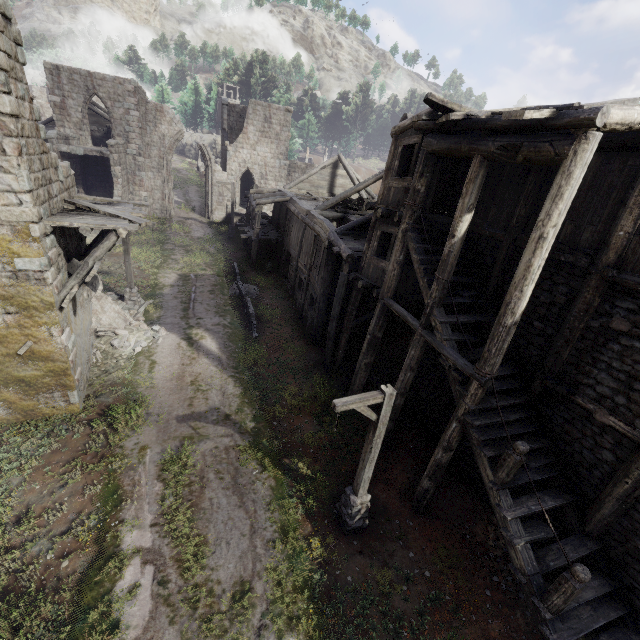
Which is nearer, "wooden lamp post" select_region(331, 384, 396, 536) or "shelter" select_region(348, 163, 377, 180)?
"wooden lamp post" select_region(331, 384, 396, 536)

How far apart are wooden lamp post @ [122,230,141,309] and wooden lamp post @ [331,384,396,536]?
13.15m

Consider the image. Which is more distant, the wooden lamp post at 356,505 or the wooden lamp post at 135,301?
the wooden lamp post at 135,301

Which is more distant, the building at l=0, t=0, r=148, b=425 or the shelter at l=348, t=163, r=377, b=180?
the shelter at l=348, t=163, r=377, b=180

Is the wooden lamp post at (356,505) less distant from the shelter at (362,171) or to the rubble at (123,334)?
the rubble at (123,334)

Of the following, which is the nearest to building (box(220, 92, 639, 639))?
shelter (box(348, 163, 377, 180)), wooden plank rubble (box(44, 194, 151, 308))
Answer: wooden plank rubble (box(44, 194, 151, 308))

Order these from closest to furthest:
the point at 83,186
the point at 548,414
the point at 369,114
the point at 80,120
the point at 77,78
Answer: the point at 548,414 < the point at 77,78 < the point at 80,120 < the point at 83,186 < the point at 369,114

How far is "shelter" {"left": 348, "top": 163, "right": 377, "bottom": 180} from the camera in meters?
46.0 m
